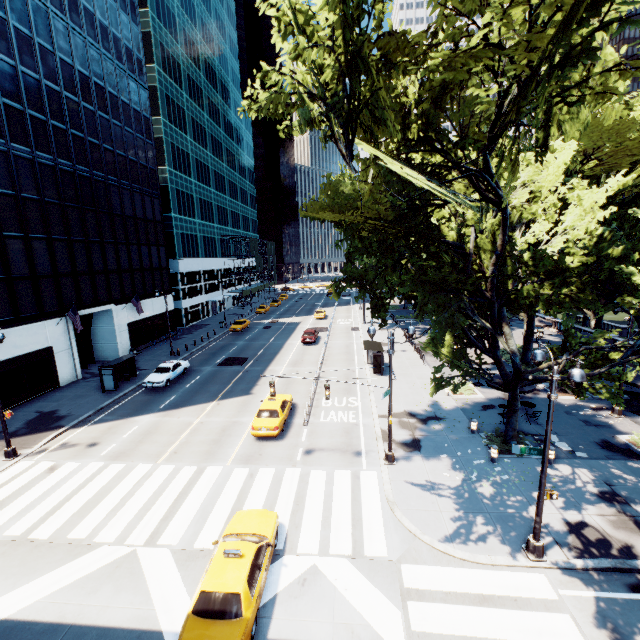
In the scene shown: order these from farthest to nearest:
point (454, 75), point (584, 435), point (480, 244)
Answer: point (584, 435) → point (480, 244) → point (454, 75)

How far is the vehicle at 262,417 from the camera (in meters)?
18.92

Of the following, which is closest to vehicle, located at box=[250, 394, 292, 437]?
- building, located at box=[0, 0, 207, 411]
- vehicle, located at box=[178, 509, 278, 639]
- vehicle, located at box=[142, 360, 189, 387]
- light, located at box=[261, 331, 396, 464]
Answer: light, located at box=[261, 331, 396, 464]

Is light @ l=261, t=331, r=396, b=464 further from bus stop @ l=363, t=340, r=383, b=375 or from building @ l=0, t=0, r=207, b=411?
building @ l=0, t=0, r=207, b=411

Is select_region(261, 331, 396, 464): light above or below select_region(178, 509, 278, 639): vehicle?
below

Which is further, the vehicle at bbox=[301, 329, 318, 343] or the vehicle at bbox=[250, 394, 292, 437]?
the vehicle at bbox=[301, 329, 318, 343]

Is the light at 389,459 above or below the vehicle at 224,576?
below

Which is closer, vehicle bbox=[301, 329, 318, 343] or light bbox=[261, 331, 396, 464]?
light bbox=[261, 331, 396, 464]
